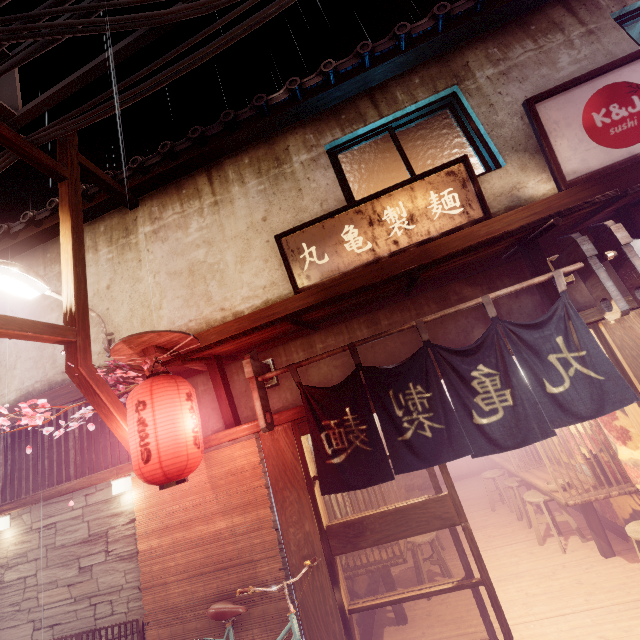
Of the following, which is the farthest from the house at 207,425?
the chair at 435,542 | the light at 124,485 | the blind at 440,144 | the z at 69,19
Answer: the z at 69,19

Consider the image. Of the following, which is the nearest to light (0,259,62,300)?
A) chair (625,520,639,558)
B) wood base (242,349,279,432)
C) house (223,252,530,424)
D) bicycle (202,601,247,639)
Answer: house (223,252,530,424)

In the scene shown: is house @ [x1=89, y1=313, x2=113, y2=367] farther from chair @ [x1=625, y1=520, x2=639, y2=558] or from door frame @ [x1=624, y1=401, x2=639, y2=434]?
chair @ [x1=625, y1=520, x2=639, y2=558]

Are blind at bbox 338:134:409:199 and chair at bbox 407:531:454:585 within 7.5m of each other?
no

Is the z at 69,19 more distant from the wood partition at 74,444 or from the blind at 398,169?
the wood partition at 74,444

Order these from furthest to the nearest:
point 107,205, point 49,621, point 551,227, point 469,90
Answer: point 107,205 < point 469,90 < point 49,621 < point 551,227

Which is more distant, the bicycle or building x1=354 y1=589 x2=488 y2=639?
building x1=354 y1=589 x2=488 y2=639

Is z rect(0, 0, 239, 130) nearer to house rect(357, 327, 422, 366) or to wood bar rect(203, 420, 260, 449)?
house rect(357, 327, 422, 366)
